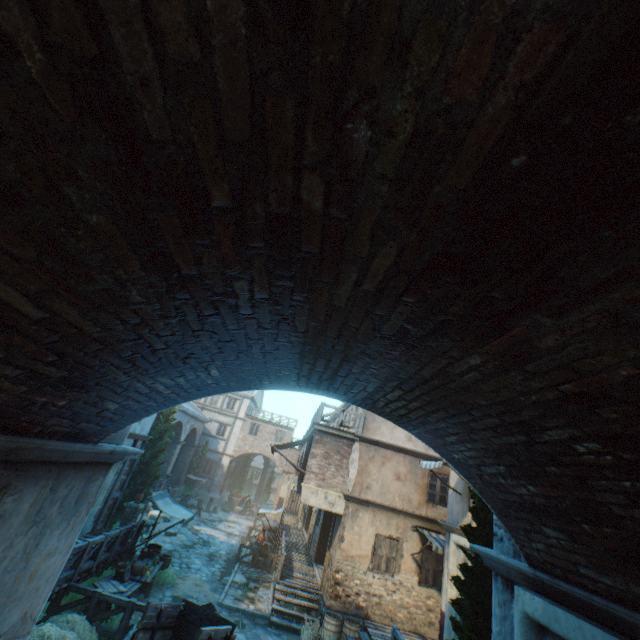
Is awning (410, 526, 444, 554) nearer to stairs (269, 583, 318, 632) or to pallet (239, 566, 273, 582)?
stairs (269, 583, 318, 632)

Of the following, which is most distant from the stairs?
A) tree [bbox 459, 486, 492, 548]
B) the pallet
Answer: tree [bbox 459, 486, 492, 548]

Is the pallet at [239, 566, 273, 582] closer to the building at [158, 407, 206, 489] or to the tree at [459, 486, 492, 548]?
the building at [158, 407, 206, 489]

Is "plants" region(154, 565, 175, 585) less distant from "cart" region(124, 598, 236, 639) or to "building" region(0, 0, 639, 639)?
"building" region(0, 0, 639, 639)

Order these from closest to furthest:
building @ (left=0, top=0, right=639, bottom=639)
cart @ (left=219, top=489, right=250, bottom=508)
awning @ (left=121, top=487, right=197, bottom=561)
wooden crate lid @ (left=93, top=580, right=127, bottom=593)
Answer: building @ (left=0, top=0, right=639, bottom=639) < wooden crate lid @ (left=93, top=580, right=127, bottom=593) < awning @ (left=121, top=487, right=197, bottom=561) < cart @ (left=219, top=489, right=250, bottom=508)

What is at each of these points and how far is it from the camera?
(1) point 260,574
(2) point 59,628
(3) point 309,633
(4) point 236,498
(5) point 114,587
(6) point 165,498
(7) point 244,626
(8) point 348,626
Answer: (1) pallet, 16.6m
(2) plants, 6.4m
(3) plants, 11.5m
(4) cart, 34.2m
(5) wooden crate lid, 9.9m
(6) awning, 13.6m
(7) ground stones, 11.4m
(8) barrel, 11.5m

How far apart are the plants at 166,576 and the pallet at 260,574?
3.6 meters

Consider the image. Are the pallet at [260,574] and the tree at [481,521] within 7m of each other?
no
